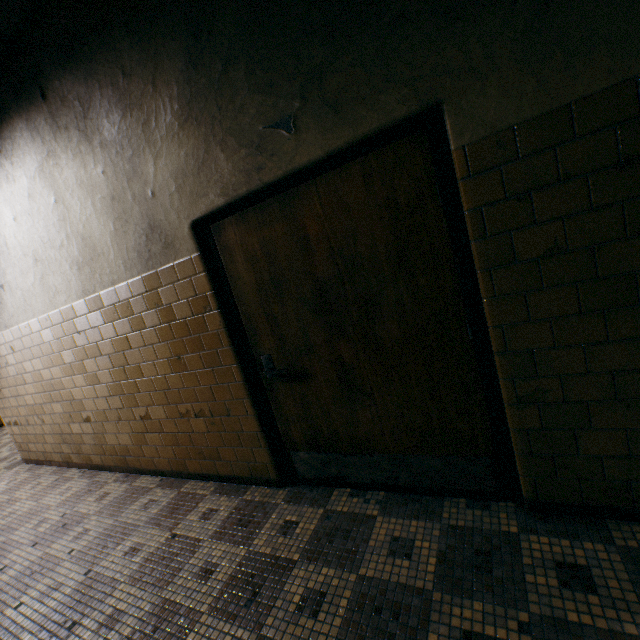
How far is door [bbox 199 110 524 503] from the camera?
1.69m

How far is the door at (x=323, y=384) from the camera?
1.7m

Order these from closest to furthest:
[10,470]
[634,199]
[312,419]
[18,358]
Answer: [634,199] → [312,419] → [18,358] → [10,470]
